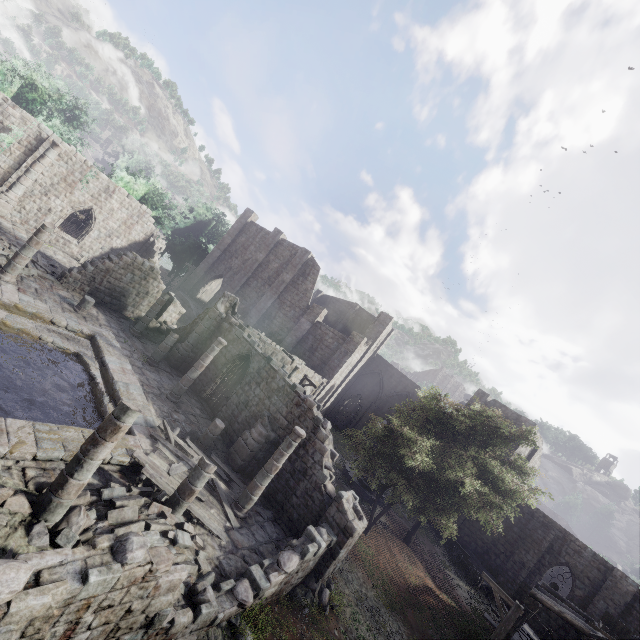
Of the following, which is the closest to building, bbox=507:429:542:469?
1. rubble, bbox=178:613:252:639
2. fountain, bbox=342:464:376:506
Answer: rubble, bbox=178:613:252:639

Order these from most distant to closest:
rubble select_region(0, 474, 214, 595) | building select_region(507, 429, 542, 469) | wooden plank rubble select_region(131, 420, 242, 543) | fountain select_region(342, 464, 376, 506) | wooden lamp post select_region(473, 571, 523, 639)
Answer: building select_region(507, 429, 542, 469)
fountain select_region(342, 464, 376, 506)
wooden lamp post select_region(473, 571, 523, 639)
wooden plank rubble select_region(131, 420, 242, 543)
rubble select_region(0, 474, 214, 595)

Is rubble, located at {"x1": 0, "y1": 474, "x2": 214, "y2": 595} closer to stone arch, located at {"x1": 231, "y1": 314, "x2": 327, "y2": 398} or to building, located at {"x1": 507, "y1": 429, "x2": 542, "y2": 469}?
building, located at {"x1": 507, "y1": 429, "x2": 542, "y2": 469}

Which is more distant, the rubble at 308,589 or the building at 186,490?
the rubble at 308,589

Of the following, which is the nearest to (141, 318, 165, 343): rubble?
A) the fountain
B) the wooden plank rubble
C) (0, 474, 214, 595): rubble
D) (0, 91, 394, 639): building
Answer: (0, 91, 394, 639): building

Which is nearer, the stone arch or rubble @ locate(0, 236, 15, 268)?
rubble @ locate(0, 236, 15, 268)

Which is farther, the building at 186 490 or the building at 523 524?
the building at 523 524

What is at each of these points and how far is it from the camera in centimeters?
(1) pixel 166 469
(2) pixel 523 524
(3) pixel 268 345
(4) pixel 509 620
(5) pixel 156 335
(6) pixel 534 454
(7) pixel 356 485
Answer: (1) wooden plank rubble, 1115cm
(2) building, 2630cm
(3) stone arch, 2242cm
(4) wooden lamp post, 1171cm
(5) rubble, 2289cm
(6) building, 3209cm
(7) fountain, 2439cm
